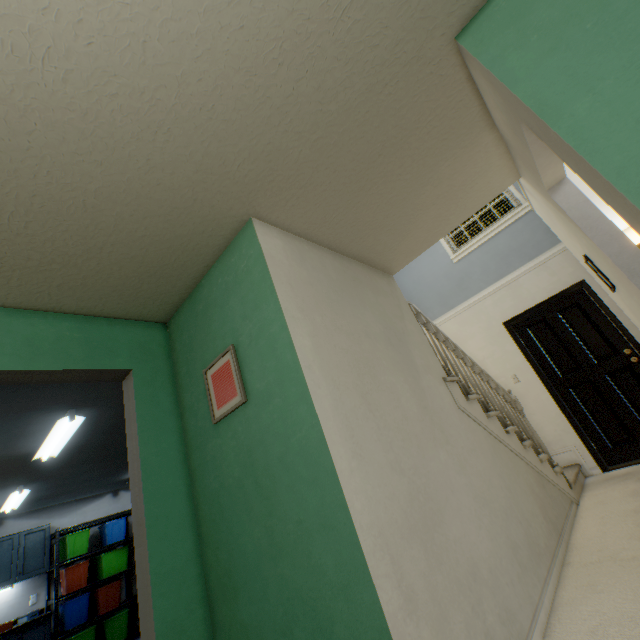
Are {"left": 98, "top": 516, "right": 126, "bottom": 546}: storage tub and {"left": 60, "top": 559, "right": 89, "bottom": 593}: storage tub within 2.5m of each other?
yes

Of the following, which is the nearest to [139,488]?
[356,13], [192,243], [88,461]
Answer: [192,243]

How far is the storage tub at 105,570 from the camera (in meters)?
5.55

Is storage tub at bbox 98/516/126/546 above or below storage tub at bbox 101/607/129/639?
above

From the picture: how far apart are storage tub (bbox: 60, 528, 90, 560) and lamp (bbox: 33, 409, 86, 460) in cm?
322

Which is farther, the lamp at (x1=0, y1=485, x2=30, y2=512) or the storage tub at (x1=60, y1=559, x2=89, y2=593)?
the storage tub at (x1=60, y1=559, x2=89, y2=593)

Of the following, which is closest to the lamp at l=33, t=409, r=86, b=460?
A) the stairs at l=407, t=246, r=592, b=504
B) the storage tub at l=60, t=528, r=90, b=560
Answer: the stairs at l=407, t=246, r=592, b=504

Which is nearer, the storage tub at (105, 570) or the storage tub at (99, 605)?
the storage tub at (99, 605)
